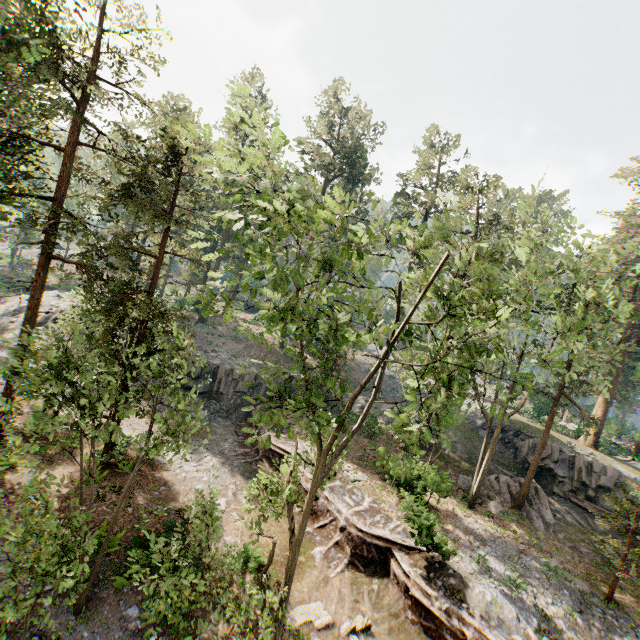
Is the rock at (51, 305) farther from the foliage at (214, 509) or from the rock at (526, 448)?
the rock at (526, 448)

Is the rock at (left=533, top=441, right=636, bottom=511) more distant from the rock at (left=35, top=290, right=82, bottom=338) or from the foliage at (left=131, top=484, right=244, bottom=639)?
the rock at (left=35, top=290, right=82, bottom=338)

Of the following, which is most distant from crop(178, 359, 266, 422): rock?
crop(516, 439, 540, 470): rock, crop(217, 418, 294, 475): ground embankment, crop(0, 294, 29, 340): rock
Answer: crop(516, 439, 540, 470): rock

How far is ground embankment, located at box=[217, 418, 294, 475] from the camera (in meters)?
22.47

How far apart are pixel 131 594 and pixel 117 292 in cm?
3566

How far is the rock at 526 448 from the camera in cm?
2830

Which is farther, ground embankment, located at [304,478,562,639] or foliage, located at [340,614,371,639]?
ground embankment, located at [304,478,562,639]

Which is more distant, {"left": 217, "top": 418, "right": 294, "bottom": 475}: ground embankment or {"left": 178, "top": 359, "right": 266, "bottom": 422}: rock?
{"left": 178, "top": 359, "right": 266, "bottom": 422}: rock
